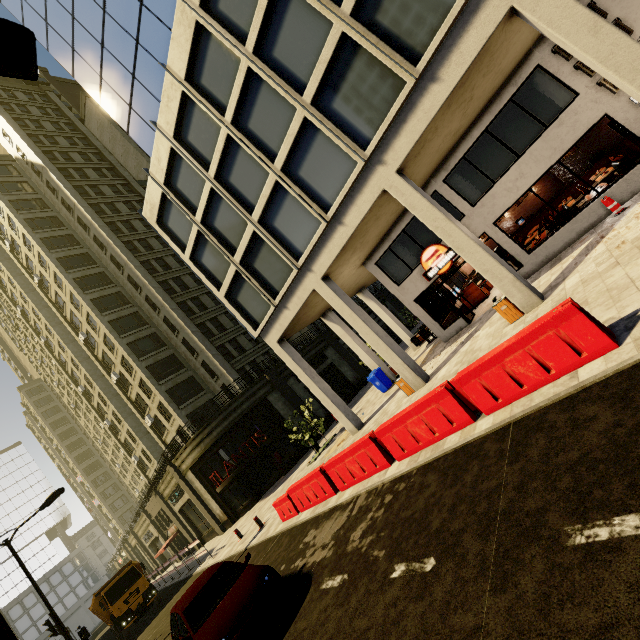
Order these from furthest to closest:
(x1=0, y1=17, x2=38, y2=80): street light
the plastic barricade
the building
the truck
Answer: the truck
the plastic barricade
the building
(x1=0, y1=17, x2=38, y2=80): street light

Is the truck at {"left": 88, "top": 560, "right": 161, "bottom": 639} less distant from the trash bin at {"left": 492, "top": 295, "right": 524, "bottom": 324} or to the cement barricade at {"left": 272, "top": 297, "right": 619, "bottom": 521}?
the cement barricade at {"left": 272, "top": 297, "right": 619, "bottom": 521}

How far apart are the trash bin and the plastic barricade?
4.6 meters

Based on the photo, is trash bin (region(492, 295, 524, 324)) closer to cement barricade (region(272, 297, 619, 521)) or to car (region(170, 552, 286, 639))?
cement barricade (region(272, 297, 619, 521))

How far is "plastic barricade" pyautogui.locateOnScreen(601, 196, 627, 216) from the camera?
10.5 meters

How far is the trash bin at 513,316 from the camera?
9.9 meters

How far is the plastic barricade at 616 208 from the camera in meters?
10.5

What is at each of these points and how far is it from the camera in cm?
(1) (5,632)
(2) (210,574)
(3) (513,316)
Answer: (1) street light, 124
(2) car, 767
(3) trash bin, 1048
